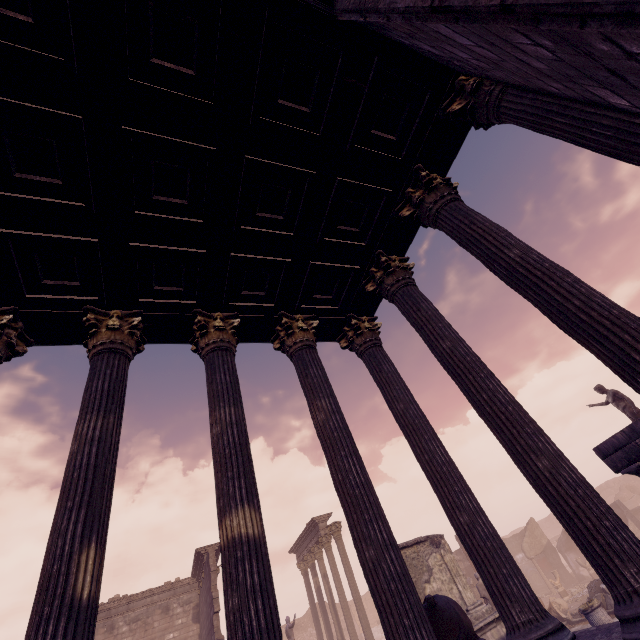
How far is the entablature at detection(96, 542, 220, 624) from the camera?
17.3m

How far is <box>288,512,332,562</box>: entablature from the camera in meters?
19.5 m

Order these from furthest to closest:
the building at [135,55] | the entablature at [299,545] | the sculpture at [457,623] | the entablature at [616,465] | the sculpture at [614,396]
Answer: the entablature at [299,545] → the sculpture at [614,396] → the entablature at [616,465] → the sculpture at [457,623] → the building at [135,55]

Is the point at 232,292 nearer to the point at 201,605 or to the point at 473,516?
the point at 473,516

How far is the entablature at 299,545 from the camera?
19.52m

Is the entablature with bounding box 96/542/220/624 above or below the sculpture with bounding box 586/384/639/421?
above

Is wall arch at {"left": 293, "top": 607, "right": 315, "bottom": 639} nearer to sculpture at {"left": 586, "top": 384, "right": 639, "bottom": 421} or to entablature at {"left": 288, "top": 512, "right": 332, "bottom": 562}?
entablature at {"left": 288, "top": 512, "right": 332, "bottom": 562}

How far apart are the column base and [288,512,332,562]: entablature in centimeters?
1253cm
